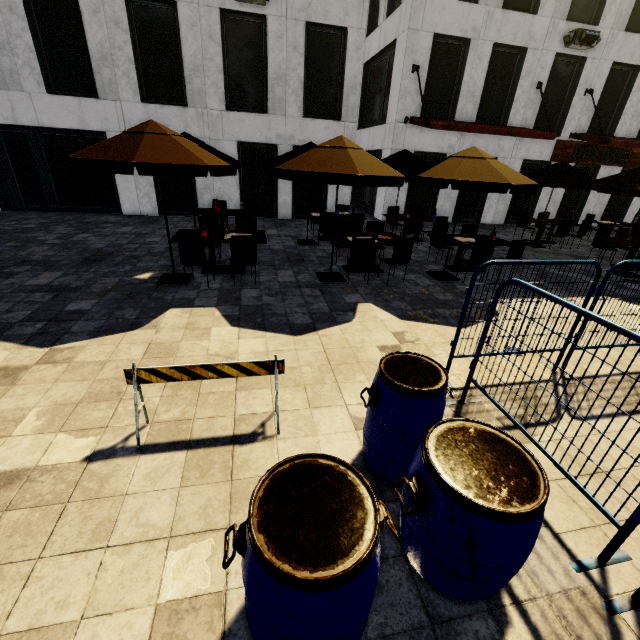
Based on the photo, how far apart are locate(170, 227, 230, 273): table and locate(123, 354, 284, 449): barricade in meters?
4.8

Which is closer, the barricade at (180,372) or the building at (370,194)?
the barricade at (180,372)

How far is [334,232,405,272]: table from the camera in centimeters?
755cm

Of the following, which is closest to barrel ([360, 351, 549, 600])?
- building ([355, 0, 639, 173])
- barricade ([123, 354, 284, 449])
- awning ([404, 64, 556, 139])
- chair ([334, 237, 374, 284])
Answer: barricade ([123, 354, 284, 449])

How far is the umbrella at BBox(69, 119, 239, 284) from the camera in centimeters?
483cm

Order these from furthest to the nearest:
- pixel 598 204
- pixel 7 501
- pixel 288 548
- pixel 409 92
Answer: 1. pixel 598 204
2. pixel 409 92
3. pixel 7 501
4. pixel 288 548

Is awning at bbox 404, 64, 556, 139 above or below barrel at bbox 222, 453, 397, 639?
above

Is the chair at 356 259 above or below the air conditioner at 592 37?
below
